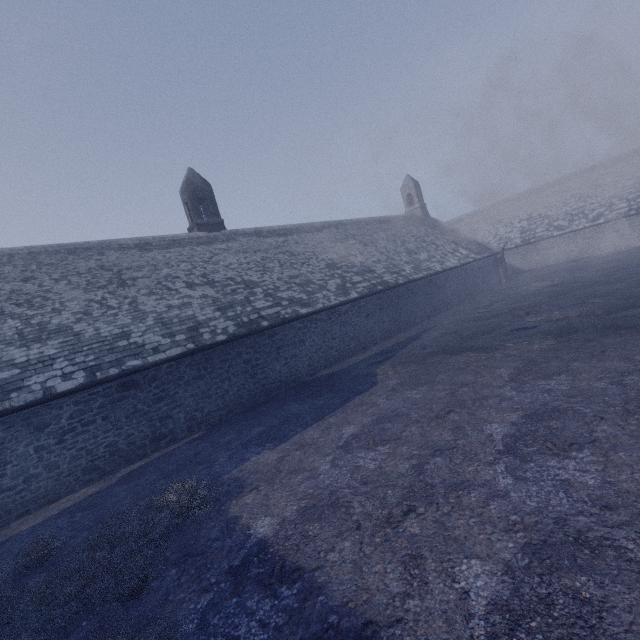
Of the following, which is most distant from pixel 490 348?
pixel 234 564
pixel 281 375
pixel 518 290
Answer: pixel 518 290
